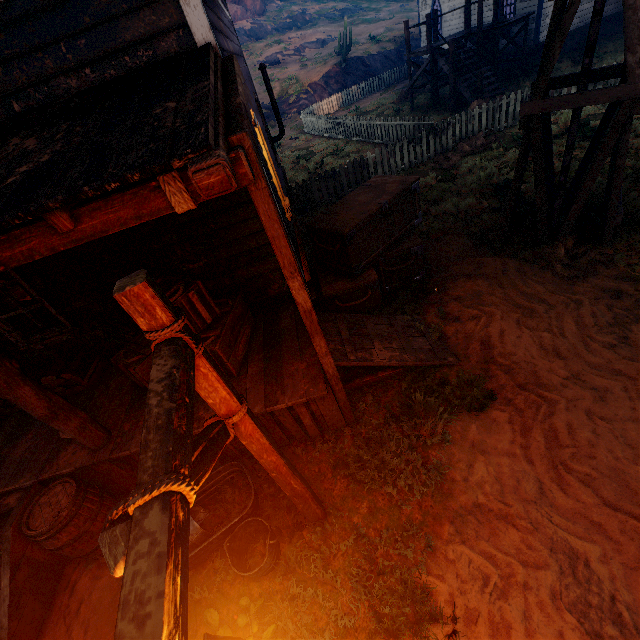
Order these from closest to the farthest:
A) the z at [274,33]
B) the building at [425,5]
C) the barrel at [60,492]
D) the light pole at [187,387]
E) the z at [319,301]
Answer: the light pole at [187,387]
the barrel at [60,492]
the z at [319,301]
the z at [274,33]
the building at [425,5]

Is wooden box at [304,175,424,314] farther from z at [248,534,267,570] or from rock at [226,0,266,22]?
rock at [226,0,266,22]

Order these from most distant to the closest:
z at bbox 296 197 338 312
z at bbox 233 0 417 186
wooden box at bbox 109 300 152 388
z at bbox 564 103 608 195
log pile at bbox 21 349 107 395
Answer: z at bbox 233 0 417 186, z at bbox 564 103 608 195, z at bbox 296 197 338 312, log pile at bbox 21 349 107 395, wooden box at bbox 109 300 152 388

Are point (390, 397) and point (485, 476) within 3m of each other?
yes

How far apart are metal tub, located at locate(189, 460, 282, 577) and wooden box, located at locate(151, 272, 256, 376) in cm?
108

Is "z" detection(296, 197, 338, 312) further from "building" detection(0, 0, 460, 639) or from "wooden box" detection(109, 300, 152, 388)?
"wooden box" detection(109, 300, 152, 388)

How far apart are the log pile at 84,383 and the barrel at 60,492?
1.45m

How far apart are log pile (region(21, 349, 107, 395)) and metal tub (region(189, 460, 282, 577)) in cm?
230
